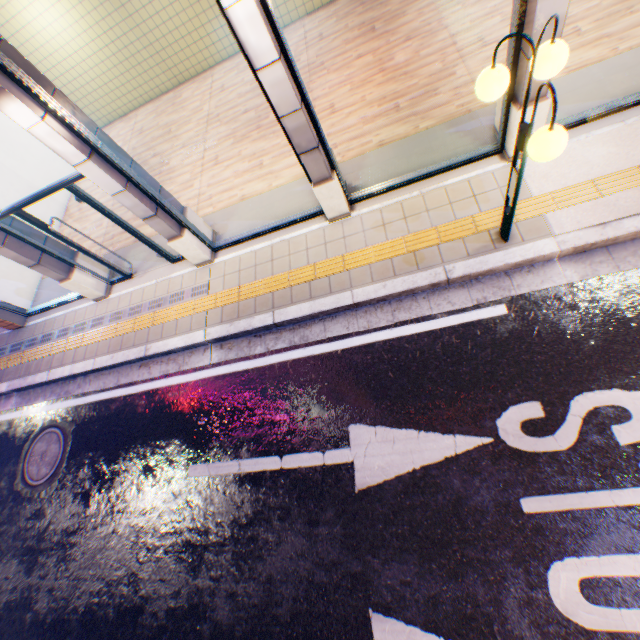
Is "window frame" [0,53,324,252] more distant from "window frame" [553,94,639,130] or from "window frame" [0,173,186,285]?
"window frame" [553,94,639,130]

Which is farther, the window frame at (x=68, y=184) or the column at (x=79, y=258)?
the column at (x=79, y=258)

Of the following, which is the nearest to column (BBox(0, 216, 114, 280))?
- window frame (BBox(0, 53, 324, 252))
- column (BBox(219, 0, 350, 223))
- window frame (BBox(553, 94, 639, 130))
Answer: window frame (BBox(0, 53, 324, 252))

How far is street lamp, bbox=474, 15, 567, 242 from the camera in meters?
2.6

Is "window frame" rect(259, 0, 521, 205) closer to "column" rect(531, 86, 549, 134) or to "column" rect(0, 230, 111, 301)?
"column" rect(531, 86, 549, 134)

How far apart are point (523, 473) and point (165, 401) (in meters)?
5.53

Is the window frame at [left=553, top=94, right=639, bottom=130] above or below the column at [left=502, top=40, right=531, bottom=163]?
below

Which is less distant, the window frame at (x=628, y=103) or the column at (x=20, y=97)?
the column at (x=20, y=97)
